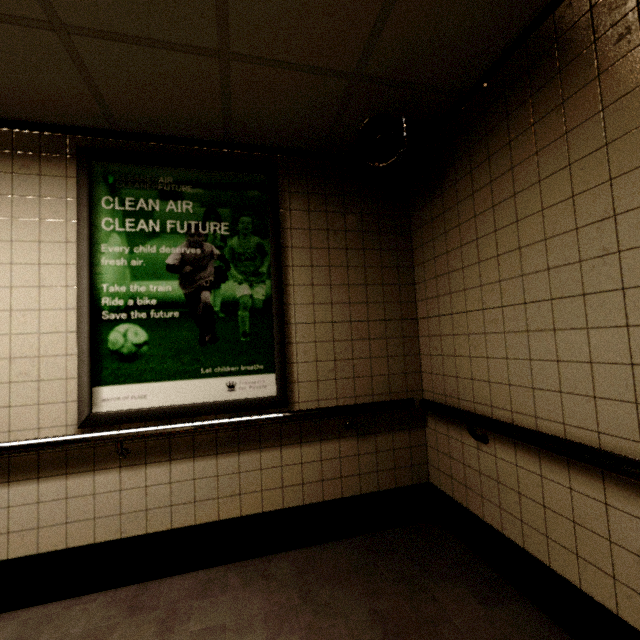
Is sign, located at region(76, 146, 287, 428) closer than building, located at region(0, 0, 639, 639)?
No

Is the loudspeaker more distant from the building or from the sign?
the sign

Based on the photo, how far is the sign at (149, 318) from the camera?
2.0 meters

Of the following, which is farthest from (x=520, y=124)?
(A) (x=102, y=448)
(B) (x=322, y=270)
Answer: (A) (x=102, y=448)

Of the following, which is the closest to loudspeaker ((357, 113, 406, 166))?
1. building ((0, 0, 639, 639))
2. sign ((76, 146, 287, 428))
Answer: building ((0, 0, 639, 639))

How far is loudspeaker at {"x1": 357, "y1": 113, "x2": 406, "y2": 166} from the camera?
1.96m

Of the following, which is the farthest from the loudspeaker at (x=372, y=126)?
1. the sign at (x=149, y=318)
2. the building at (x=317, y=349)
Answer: the sign at (x=149, y=318)
